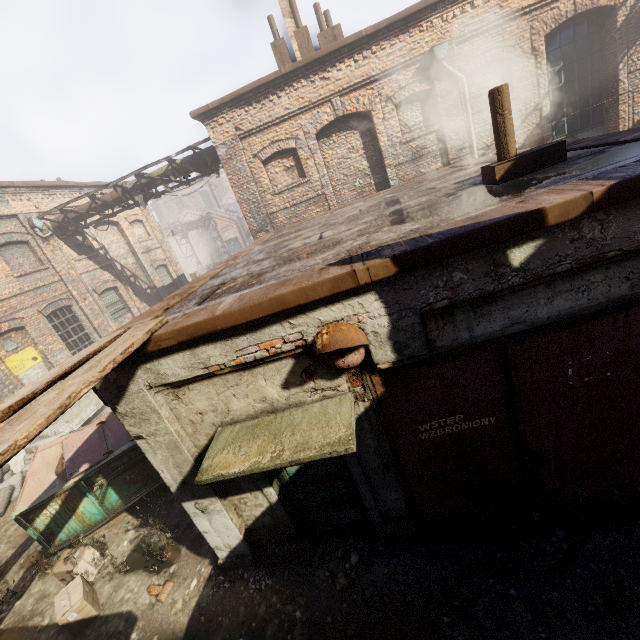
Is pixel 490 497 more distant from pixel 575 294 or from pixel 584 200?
pixel 584 200

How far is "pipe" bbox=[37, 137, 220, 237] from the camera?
11.4m

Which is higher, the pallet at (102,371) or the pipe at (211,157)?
the pipe at (211,157)

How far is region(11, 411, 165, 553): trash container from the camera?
5.6m

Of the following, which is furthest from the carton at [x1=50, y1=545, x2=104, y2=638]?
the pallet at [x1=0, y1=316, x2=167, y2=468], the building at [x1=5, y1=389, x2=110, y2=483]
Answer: the building at [x1=5, y1=389, x2=110, y2=483]

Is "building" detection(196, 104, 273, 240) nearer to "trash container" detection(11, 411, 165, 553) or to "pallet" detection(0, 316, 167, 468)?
"trash container" detection(11, 411, 165, 553)

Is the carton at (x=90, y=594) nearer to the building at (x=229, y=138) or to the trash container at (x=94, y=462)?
the trash container at (x=94, y=462)

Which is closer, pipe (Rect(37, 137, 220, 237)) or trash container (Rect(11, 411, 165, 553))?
trash container (Rect(11, 411, 165, 553))
